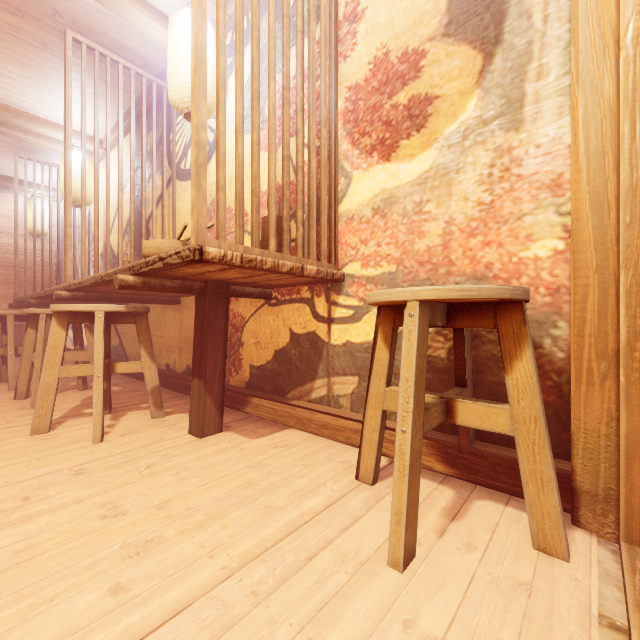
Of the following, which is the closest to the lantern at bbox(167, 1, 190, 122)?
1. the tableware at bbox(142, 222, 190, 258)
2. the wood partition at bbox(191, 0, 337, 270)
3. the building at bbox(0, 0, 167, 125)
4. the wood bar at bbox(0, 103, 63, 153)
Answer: the building at bbox(0, 0, 167, 125)

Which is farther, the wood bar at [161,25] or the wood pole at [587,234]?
the wood bar at [161,25]

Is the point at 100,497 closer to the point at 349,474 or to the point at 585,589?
the point at 349,474

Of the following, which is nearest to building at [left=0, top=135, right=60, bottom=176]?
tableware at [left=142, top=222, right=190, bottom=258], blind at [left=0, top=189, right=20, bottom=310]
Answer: blind at [left=0, top=189, right=20, bottom=310]

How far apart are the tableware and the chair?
1.51m

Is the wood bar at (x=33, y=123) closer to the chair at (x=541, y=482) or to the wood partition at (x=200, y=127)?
the wood partition at (x=200, y=127)

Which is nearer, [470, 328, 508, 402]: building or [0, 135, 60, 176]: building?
[470, 328, 508, 402]: building

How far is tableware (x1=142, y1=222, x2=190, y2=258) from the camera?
2.64m
